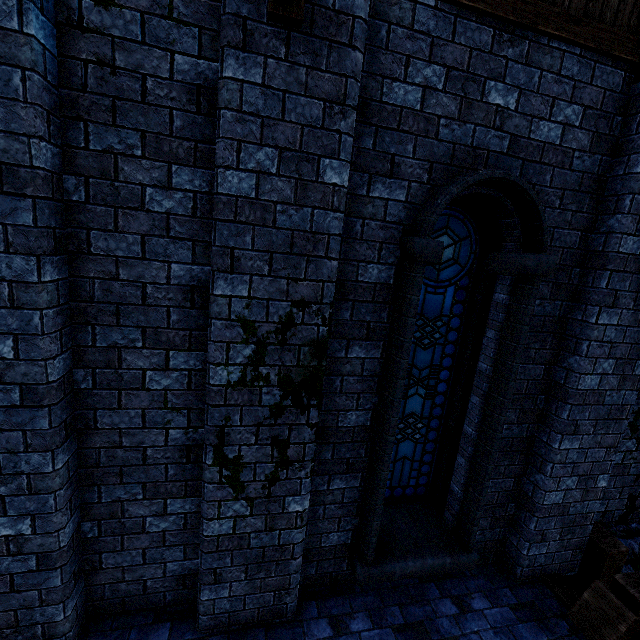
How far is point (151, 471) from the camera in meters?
3.0

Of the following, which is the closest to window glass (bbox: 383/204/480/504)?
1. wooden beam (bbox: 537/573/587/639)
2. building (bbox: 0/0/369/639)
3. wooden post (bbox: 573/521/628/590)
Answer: building (bbox: 0/0/369/639)

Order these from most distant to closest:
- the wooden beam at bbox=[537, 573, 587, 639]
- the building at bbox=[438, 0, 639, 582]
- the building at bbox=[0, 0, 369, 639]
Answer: the wooden beam at bbox=[537, 573, 587, 639] → the building at bbox=[438, 0, 639, 582] → the building at bbox=[0, 0, 369, 639]

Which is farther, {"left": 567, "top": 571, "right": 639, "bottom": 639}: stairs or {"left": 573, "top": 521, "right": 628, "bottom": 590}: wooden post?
{"left": 573, "top": 521, "right": 628, "bottom": 590}: wooden post

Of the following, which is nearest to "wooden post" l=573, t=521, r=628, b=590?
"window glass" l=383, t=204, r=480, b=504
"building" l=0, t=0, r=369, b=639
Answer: "building" l=0, t=0, r=369, b=639

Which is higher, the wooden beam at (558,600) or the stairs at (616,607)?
the stairs at (616,607)

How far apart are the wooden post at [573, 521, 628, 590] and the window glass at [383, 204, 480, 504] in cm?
209

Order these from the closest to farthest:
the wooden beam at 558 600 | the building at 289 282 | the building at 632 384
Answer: the building at 289 282
the building at 632 384
the wooden beam at 558 600
